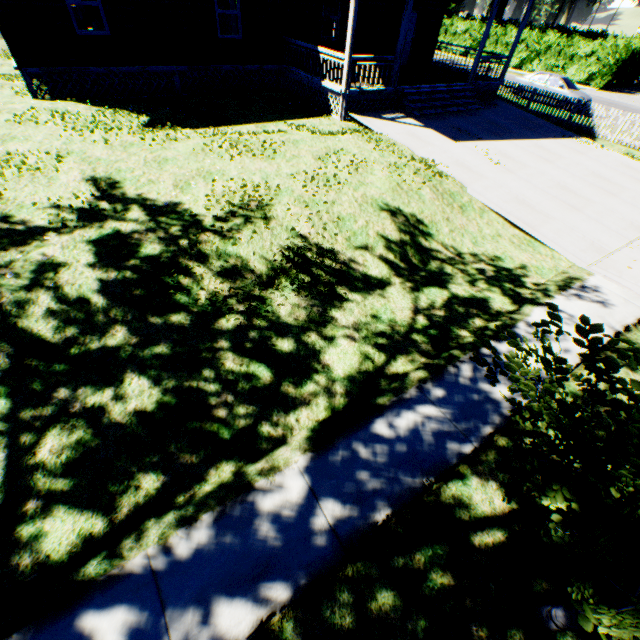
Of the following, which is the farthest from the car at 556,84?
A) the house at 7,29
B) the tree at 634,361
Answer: the tree at 634,361

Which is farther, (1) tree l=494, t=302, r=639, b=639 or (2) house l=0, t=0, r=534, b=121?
(2) house l=0, t=0, r=534, b=121

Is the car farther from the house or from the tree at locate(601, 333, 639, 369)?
the tree at locate(601, 333, 639, 369)

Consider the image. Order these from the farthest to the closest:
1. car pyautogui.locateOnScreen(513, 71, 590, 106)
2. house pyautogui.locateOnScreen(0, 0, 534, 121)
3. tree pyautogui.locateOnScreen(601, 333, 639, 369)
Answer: A:
car pyautogui.locateOnScreen(513, 71, 590, 106)
house pyautogui.locateOnScreen(0, 0, 534, 121)
tree pyautogui.locateOnScreen(601, 333, 639, 369)

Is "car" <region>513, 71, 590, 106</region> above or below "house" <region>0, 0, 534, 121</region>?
below

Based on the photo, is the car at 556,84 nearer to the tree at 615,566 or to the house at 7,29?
the house at 7,29

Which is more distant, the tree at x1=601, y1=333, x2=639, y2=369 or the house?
the house

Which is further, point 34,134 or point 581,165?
point 581,165
